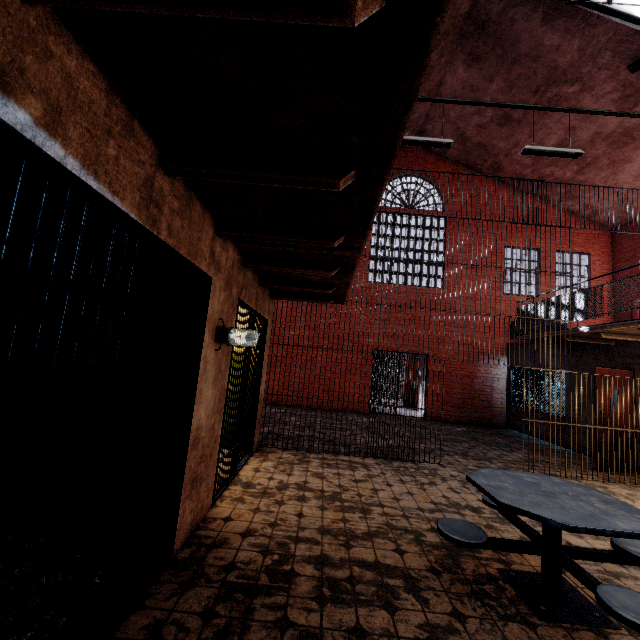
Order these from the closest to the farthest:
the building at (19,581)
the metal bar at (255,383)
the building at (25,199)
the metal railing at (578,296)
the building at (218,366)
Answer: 1. the building at (218,366)
2. the building at (19,581)
3. the building at (25,199)
4. the metal bar at (255,383)
5. the metal railing at (578,296)

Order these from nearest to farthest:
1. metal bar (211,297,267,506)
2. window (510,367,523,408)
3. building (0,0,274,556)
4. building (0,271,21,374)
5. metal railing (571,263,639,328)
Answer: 1. building (0,0,274,556)
2. building (0,271,21,374)
3. metal bar (211,297,267,506)
4. metal railing (571,263,639,328)
5. window (510,367,523,408)

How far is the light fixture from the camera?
3.18m

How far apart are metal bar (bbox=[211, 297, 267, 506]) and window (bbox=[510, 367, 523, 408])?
8.7m

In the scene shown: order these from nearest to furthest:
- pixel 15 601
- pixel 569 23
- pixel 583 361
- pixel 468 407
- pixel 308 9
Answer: pixel 308 9, pixel 15 601, pixel 569 23, pixel 583 361, pixel 468 407

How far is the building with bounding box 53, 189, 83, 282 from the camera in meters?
2.9 m

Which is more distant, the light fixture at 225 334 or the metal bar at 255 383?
the metal bar at 255 383
